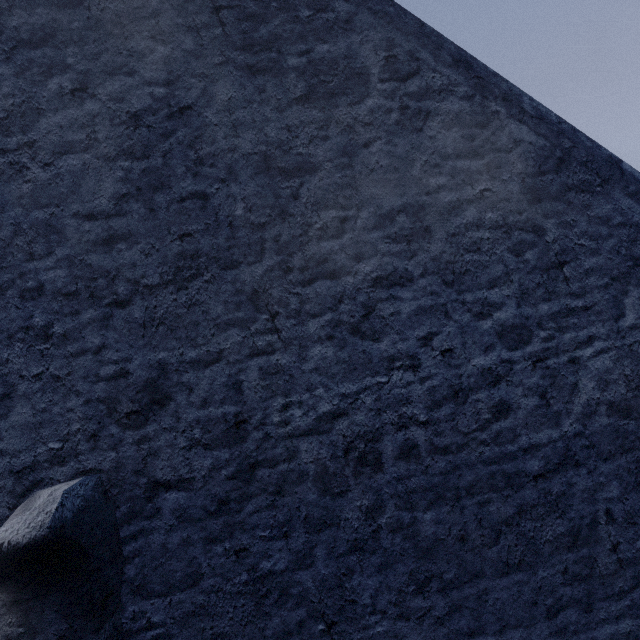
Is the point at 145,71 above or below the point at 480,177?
above
